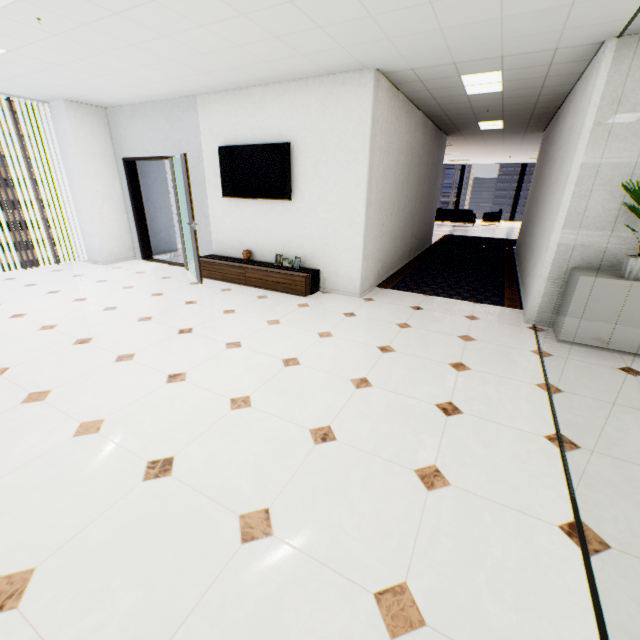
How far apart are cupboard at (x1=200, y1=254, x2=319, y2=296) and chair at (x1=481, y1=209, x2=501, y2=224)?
13.9m

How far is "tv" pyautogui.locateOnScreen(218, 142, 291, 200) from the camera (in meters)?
4.91

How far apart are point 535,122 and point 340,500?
8.7 meters

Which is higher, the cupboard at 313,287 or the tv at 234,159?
the tv at 234,159

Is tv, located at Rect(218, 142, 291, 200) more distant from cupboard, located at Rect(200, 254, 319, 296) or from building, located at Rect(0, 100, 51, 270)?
building, located at Rect(0, 100, 51, 270)

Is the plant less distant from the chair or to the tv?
the tv

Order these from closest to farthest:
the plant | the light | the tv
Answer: the plant
the light
the tv

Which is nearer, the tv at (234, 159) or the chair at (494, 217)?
the tv at (234, 159)
